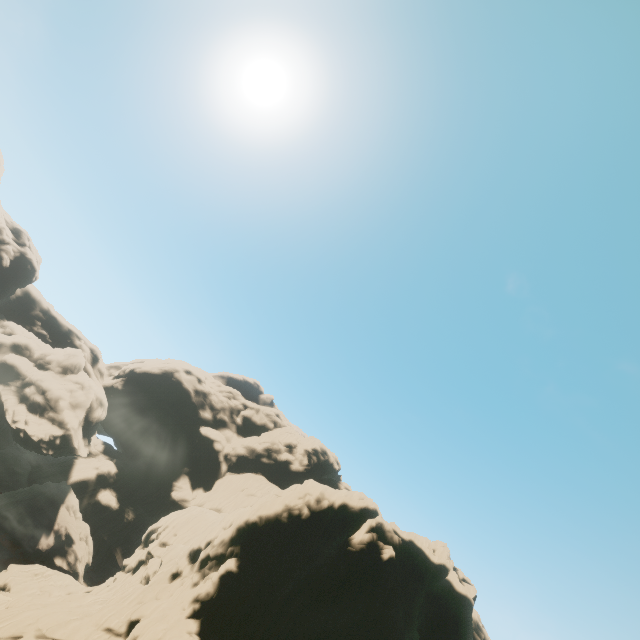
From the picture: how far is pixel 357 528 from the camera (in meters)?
34.69

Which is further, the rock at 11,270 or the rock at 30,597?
the rock at 11,270

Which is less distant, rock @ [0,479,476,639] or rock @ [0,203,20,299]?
rock @ [0,479,476,639]
